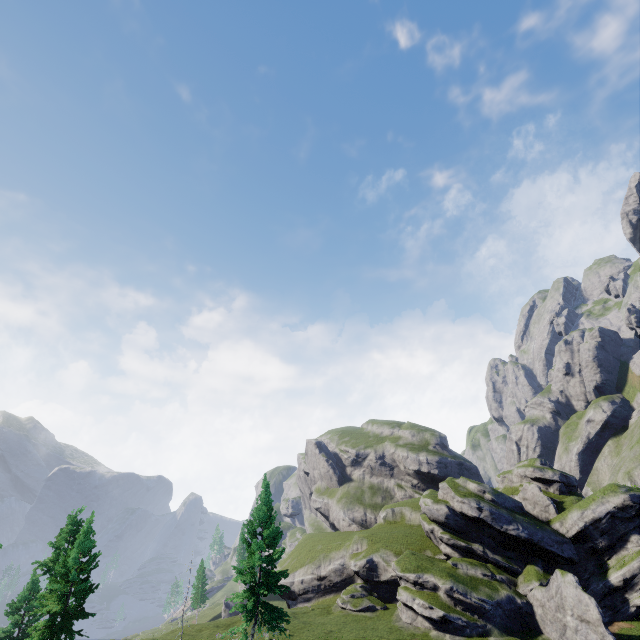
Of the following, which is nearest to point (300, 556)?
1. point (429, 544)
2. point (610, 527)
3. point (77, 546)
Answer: point (429, 544)
